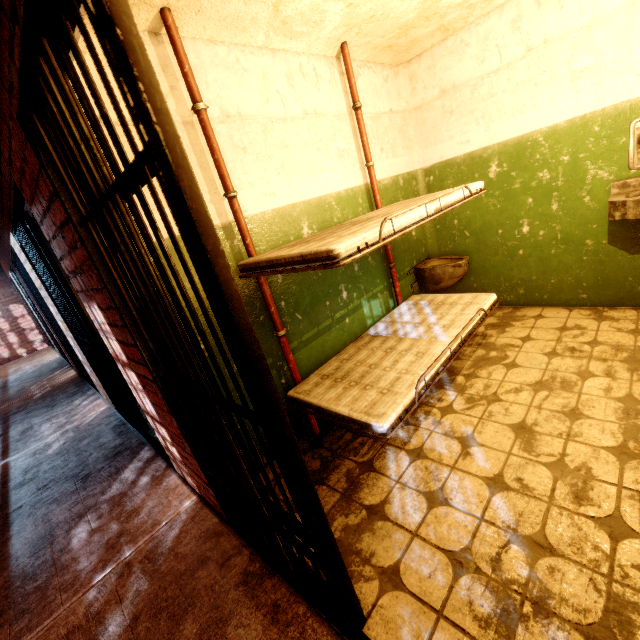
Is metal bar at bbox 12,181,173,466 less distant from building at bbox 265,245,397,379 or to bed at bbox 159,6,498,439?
building at bbox 265,245,397,379

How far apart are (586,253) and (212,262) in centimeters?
372cm

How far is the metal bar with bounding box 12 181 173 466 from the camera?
2.8 meters

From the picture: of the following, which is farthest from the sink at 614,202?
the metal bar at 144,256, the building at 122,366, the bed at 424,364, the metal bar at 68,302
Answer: the metal bar at 68,302

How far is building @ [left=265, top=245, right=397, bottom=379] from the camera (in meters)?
2.59

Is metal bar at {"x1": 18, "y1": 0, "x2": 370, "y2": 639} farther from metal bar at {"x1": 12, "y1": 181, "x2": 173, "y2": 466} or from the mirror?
the mirror

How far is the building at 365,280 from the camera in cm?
259

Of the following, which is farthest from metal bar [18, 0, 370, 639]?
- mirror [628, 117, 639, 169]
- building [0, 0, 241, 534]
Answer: mirror [628, 117, 639, 169]
